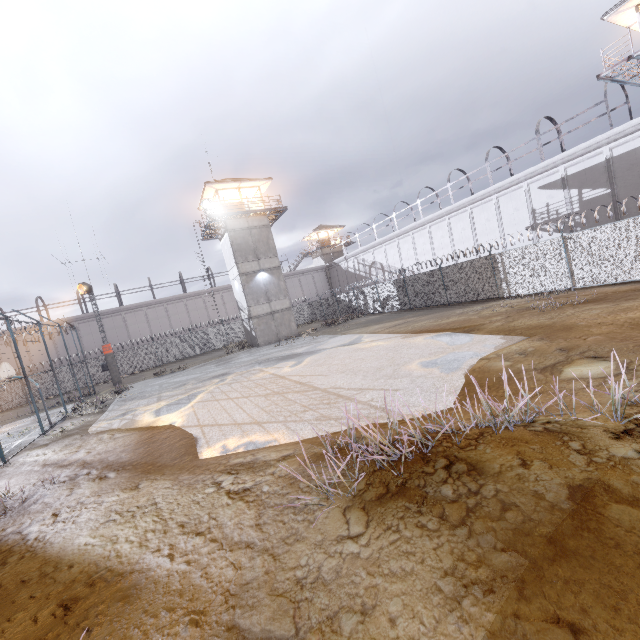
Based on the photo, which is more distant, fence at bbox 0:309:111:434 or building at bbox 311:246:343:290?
building at bbox 311:246:343:290

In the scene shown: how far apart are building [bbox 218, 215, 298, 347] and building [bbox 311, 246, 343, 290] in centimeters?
2362cm

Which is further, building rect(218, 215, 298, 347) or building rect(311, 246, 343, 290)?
building rect(311, 246, 343, 290)

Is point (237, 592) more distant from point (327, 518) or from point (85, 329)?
point (85, 329)

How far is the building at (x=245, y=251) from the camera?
28.8m

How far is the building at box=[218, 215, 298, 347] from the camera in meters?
28.8

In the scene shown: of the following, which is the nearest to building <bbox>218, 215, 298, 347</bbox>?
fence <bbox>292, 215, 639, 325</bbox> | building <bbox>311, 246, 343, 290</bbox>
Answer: fence <bbox>292, 215, 639, 325</bbox>

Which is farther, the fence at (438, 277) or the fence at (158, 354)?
the fence at (158, 354)
